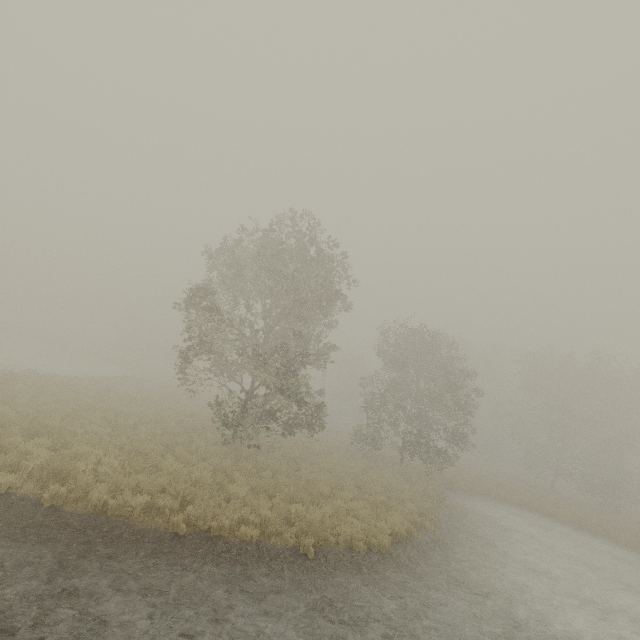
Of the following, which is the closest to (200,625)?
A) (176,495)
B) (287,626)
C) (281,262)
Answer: (287,626)
